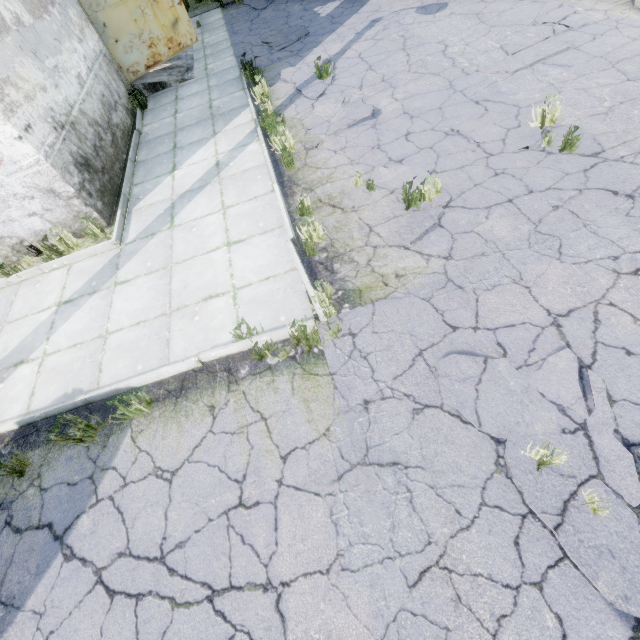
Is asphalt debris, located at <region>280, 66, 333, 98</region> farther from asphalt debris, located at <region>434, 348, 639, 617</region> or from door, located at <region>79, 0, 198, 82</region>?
asphalt debris, located at <region>434, 348, 639, 617</region>

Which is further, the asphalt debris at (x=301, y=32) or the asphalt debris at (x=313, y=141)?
the asphalt debris at (x=301, y=32)

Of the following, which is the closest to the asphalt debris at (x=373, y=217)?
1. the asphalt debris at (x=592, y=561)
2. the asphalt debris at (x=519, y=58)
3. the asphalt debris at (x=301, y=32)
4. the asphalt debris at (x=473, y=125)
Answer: the asphalt debris at (x=473, y=125)

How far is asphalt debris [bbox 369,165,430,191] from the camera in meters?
5.0

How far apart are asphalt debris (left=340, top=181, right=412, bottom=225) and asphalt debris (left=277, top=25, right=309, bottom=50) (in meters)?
A: 7.06

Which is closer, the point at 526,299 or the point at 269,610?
the point at 269,610

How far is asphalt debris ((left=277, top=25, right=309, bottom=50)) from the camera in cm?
952
